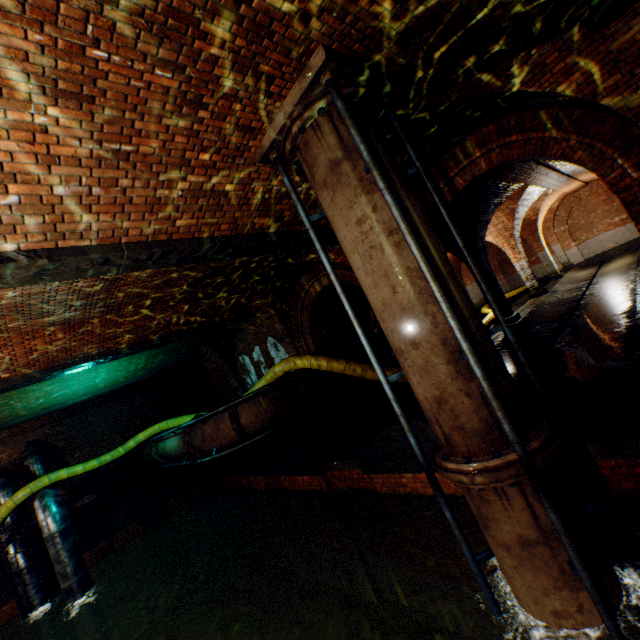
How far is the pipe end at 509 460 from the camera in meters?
3.0 m

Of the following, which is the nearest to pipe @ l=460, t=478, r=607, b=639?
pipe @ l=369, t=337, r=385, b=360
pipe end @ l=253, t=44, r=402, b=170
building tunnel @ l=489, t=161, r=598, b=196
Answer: building tunnel @ l=489, t=161, r=598, b=196

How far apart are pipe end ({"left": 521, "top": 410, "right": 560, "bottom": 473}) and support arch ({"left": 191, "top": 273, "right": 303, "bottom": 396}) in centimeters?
642cm

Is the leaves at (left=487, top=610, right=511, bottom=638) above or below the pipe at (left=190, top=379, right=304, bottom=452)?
below

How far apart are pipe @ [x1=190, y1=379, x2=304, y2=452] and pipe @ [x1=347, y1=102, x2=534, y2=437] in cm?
530

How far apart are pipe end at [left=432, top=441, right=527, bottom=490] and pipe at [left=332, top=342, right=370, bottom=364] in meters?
5.5 m

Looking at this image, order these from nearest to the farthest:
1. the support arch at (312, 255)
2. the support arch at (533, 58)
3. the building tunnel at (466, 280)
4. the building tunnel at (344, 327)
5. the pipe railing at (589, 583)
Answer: the pipe railing at (589, 583) → the support arch at (533, 58) → the support arch at (312, 255) → the building tunnel at (344, 327) → the building tunnel at (466, 280)

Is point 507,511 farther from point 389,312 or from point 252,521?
point 252,521
